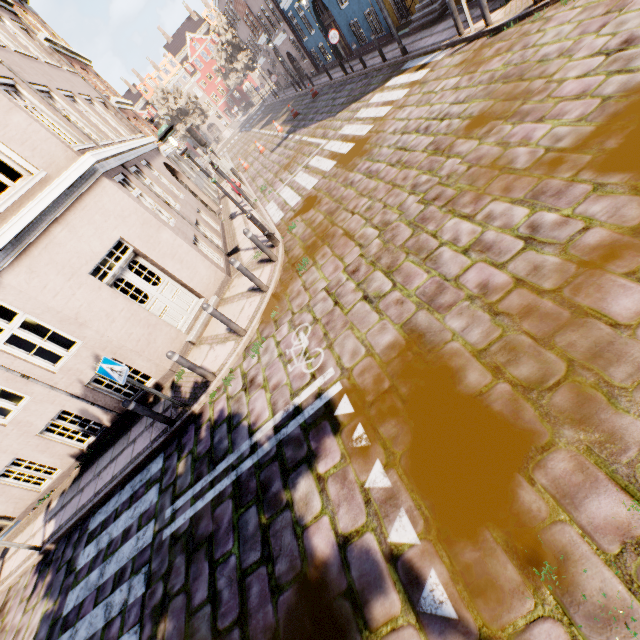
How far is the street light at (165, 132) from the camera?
6.85m

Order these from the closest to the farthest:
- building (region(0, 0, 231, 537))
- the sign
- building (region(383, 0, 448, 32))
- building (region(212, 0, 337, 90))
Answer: the sign, building (region(0, 0, 231, 537)), building (region(383, 0, 448, 32)), building (region(212, 0, 337, 90))

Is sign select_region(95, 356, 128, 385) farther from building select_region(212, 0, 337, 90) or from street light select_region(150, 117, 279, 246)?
street light select_region(150, 117, 279, 246)

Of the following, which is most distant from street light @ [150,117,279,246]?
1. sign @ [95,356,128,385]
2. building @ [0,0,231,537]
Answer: sign @ [95,356,128,385]

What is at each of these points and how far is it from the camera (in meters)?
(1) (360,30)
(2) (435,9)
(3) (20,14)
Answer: (1) building, 16.73
(2) building, 11.59
(3) building, 13.16

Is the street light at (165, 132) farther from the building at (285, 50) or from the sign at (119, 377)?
the sign at (119, 377)
